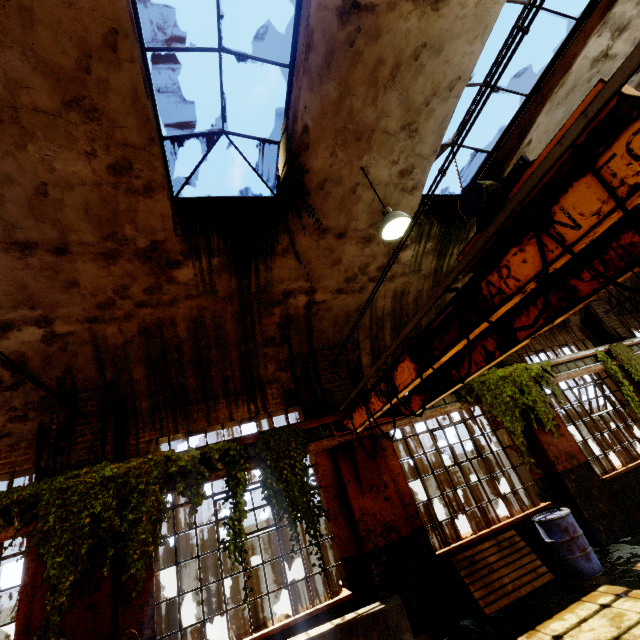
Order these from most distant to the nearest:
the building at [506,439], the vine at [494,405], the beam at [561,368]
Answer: the beam at [561,368]
the building at [506,439]
the vine at [494,405]

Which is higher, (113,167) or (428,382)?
(113,167)

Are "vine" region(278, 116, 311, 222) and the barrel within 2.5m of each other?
no

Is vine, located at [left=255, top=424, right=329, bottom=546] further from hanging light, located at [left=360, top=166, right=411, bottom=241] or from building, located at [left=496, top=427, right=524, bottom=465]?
hanging light, located at [left=360, top=166, right=411, bottom=241]

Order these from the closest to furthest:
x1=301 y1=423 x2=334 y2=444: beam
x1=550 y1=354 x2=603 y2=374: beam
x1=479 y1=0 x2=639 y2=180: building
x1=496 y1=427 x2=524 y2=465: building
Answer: x1=479 y1=0 x2=639 y2=180: building < x1=301 y1=423 x2=334 y2=444: beam < x1=496 y1=427 x2=524 y2=465: building < x1=550 y1=354 x2=603 y2=374: beam

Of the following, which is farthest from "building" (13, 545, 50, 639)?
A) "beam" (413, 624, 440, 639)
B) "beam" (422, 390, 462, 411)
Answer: "beam" (422, 390, 462, 411)

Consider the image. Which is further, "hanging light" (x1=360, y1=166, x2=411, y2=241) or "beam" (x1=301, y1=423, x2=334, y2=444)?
"beam" (x1=301, y1=423, x2=334, y2=444)

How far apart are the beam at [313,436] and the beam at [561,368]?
5.5 meters
